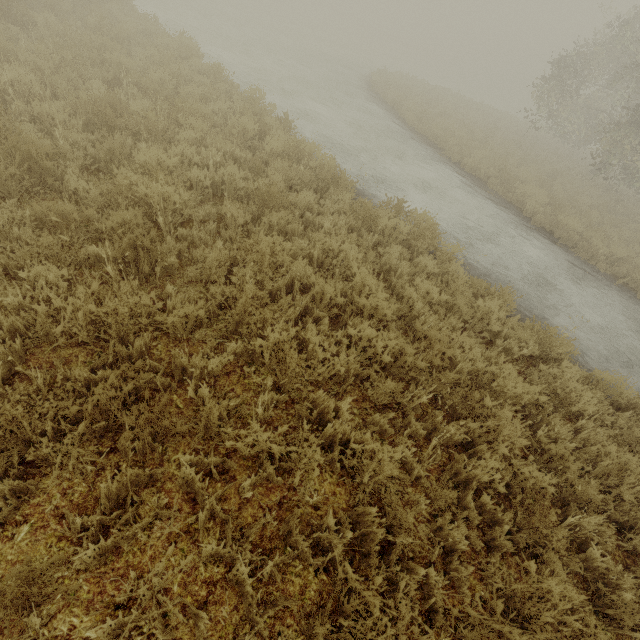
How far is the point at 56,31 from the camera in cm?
743
